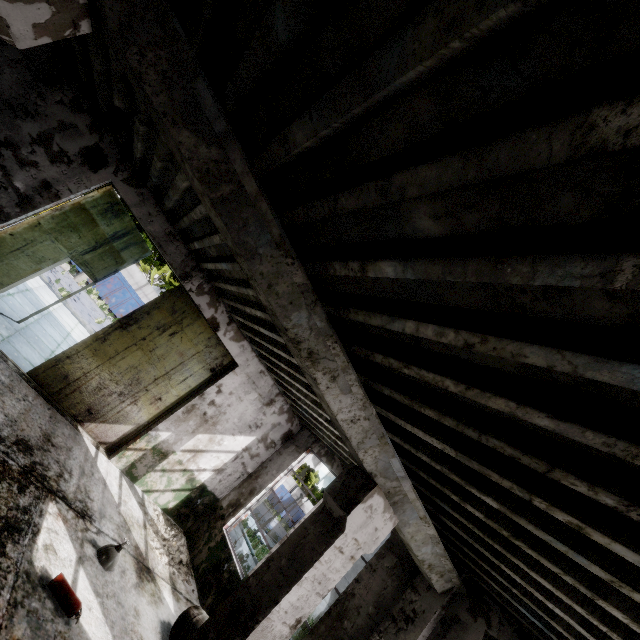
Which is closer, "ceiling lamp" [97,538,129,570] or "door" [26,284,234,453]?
"ceiling lamp" [97,538,129,570]

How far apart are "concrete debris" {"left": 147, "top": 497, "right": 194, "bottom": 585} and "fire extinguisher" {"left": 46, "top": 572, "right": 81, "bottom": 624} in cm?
375

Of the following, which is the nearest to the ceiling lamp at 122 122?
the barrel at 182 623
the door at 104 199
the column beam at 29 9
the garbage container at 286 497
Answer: the column beam at 29 9

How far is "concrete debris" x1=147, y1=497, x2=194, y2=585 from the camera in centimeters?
728cm

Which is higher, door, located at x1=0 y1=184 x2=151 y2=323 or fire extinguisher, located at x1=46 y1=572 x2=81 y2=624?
door, located at x1=0 y1=184 x2=151 y2=323

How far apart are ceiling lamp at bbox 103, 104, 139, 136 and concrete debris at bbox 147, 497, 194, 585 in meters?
8.6

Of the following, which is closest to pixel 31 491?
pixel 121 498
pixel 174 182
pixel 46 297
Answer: pixel 121 498

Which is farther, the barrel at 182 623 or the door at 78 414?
the door at 78 414
